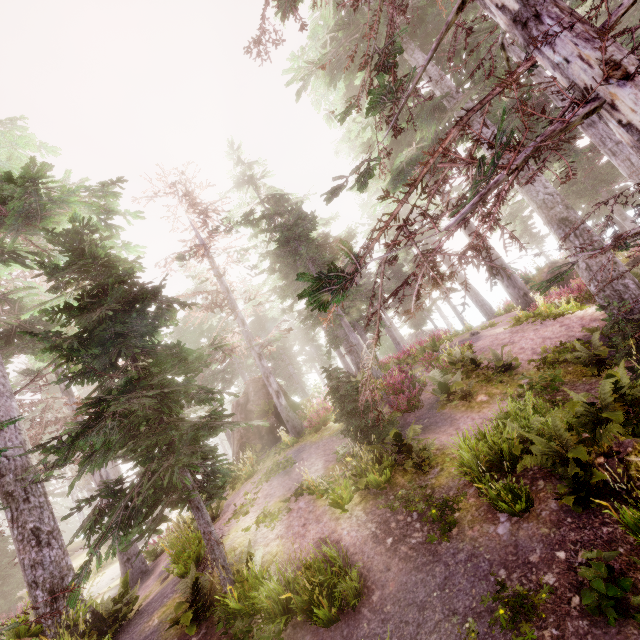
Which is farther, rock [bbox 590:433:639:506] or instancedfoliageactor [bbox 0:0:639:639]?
rock [bbox 590:433:639:506]

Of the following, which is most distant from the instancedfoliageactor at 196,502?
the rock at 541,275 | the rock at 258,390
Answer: the rock at 541,275

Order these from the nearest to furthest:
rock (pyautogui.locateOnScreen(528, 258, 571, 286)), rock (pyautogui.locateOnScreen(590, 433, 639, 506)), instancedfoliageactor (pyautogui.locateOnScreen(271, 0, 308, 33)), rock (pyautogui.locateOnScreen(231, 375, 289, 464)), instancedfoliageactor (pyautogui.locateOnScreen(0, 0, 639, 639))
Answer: instancedfoliageactor (pyautogui.locateOnScreen(0, 0, 639, 639)) → rock (pyautogui.locateOnScreen(590, 433, 639, 506)) → instancedfoliageactor (pyautogui.locateOnScreen(271, 0, 308, 33)) → rock (pyautogui.locateOnScreen(231, 375, 289, 464)) → rock (pyautogui.locateOnScreen(528, 258, 571, 286))

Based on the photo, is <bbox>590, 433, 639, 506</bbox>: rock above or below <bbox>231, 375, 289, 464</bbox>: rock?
below

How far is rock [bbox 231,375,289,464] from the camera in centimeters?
1944cm

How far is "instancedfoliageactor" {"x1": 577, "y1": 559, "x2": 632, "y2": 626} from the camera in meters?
3.6 m

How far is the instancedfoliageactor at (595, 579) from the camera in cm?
360

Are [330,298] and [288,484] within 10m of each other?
no
